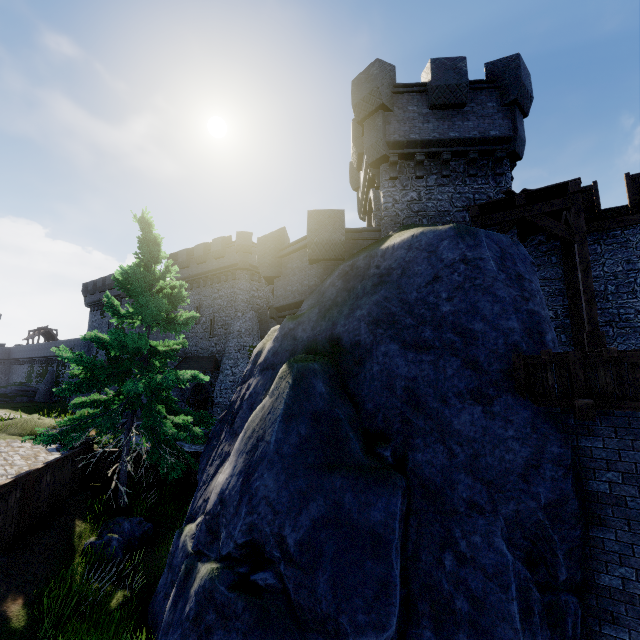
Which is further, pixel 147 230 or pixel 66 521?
pixel 147 230

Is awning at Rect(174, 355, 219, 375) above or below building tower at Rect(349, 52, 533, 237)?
below

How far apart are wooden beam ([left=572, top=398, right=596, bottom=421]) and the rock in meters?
11.7

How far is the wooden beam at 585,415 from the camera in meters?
5.4 m

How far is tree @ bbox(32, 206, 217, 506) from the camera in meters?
10.1

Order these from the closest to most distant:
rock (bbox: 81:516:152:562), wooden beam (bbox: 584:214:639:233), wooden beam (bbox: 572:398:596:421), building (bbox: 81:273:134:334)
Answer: wooden beam (bbox: 572:398:596:421) < rock (bbox: 81:516:152:562) < wooden beam (bbox: 584:214:639:233) < building (bbox: 81:273:134:334)

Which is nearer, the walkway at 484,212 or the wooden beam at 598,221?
the walkway at 484,212

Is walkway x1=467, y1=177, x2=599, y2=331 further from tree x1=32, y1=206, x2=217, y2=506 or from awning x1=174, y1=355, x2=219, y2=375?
awning x1=174, y1=355, x2=219, y2=375
